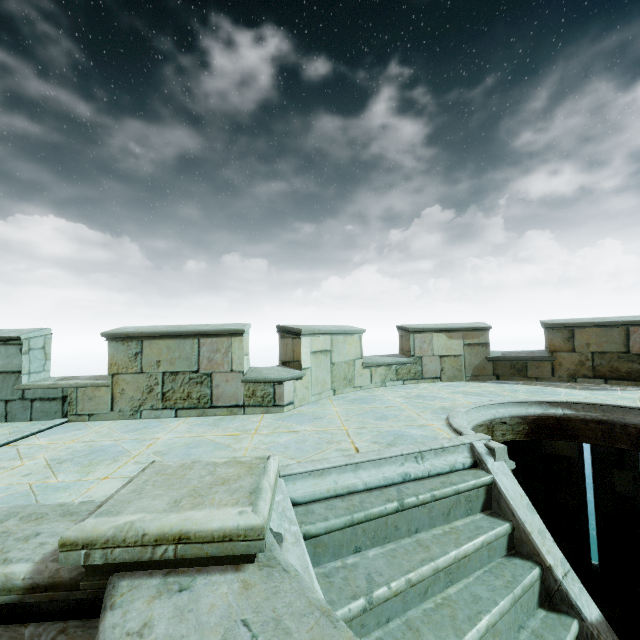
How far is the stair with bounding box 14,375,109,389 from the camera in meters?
5.2 m

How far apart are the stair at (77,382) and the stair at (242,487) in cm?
364

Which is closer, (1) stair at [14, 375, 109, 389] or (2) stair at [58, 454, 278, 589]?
(2) stair at [58, 454, 278, 589]

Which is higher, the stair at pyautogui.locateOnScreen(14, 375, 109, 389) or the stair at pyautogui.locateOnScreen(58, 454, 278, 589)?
the stair at pyautogui.locateOnScreen(14, 375, 109, 389)

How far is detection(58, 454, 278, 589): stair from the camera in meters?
1.5 m

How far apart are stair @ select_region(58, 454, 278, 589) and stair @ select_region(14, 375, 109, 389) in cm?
364

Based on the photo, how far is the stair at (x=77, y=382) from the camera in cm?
523

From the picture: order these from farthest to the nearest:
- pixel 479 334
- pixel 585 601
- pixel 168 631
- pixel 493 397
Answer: pixel 479 334, pixel 493 397, pixel 585 601, pixel 168 631
